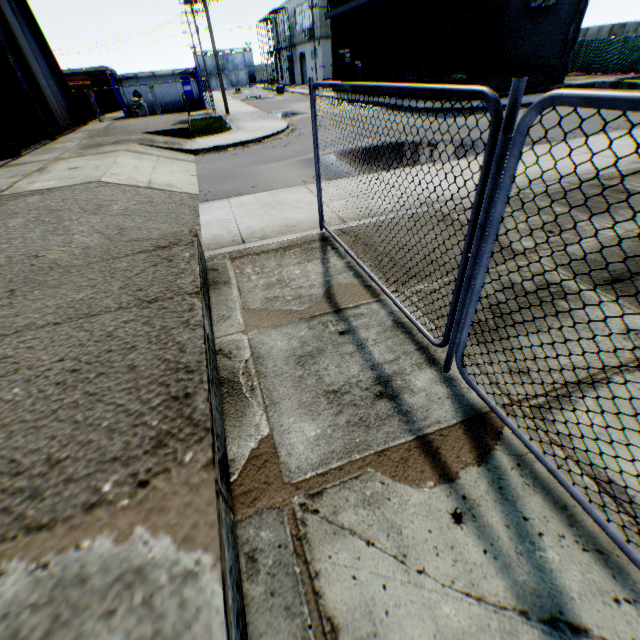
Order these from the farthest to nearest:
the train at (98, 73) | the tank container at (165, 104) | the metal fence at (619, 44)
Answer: the train at (98, 73) → the tank container at (165, 104) → the metal fence at (619, 44)

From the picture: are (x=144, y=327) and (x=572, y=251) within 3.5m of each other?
no

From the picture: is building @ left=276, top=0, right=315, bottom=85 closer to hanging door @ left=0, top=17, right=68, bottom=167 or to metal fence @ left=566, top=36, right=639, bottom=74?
metal fence @ left=566, top=36, right=639, bottom=74

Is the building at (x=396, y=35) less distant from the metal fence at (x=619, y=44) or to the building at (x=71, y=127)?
the metal fence at (x=619, y=44)

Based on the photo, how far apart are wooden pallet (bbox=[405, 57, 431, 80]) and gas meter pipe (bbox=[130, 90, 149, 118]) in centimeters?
1938cm

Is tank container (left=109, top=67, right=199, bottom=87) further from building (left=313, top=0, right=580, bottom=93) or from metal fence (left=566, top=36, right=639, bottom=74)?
metal fence (left=566, top=36, right=639, bottom=74)

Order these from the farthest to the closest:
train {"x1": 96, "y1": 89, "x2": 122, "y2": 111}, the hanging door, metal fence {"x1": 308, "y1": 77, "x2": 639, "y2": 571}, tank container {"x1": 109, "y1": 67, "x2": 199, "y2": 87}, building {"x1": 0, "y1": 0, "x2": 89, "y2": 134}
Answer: train {"x1": 96, "y1": 89, "x2": 122, "y2": 111}, tank container {"x1": 109, "y1": 67, "x2": 199, "y2": 87}, building {"x1": 0, "y1": 0, "x2": 89, "y2": 134}, the hanging door, metal fence {"x1": 308, "y1": 77, "x2": 639, "y2": 571}

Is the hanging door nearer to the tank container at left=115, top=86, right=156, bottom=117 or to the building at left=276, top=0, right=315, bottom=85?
the tank container at left=115, top=86, right=156, bottom=117
